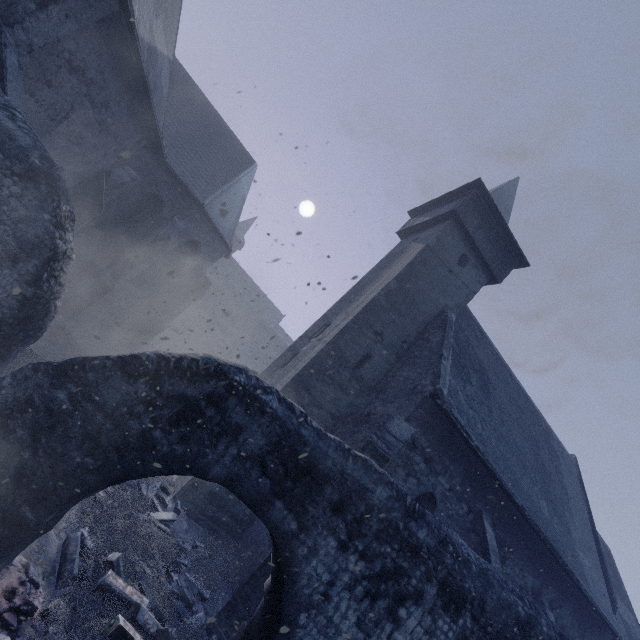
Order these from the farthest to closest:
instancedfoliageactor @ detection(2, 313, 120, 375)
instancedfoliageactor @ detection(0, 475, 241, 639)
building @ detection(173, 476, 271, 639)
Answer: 1. instancedfoliageactor @ detection(2, 313, 120, 375)
2. building @ detection(173, 476, 271, 639)
3. instancedfoliageactor @ detection(0, 475, 241, 639)

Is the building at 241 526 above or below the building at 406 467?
below

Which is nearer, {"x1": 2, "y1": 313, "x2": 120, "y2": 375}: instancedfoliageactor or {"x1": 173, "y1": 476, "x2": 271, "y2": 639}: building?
{"x1": 173, "y1": 476, "x2": 271, "y2": 639}: building

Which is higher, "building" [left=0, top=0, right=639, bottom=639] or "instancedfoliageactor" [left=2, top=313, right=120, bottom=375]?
"building" [left=0, top=0, right=639, bottom=639]

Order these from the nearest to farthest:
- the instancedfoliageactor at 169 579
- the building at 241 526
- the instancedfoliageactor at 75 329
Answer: the instancedfoliageactor at 169 579, the building at 241 526, the instancedfoliageactor at 75 329

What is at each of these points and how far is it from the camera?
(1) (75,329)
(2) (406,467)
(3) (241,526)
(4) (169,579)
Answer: (1) instancedfoliageactor, 11.9 meters
(2) building, 9.0 meters
(3) building, 9.7 meters
(4) instancedfoliageactor, 6.4 meters

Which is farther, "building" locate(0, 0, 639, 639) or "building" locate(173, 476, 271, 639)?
"building" locate(0, 0, 639, 639)
